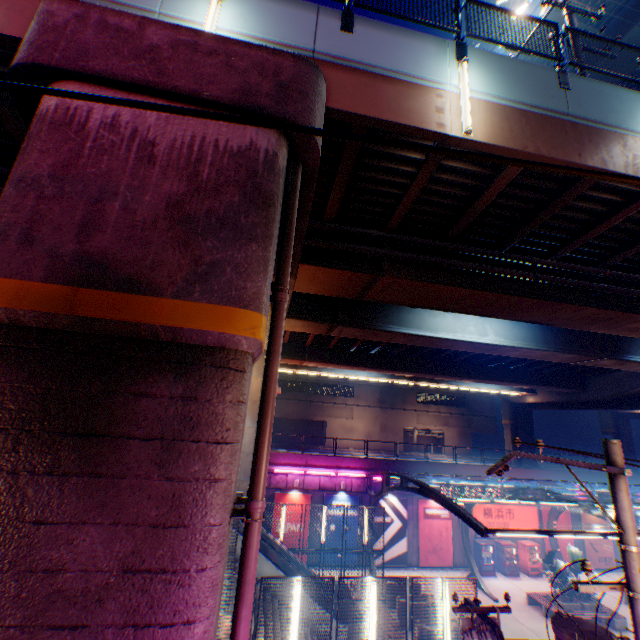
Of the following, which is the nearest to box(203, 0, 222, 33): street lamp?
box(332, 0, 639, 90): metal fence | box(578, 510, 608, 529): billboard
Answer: box(332, 0, 639, 90): metal fence

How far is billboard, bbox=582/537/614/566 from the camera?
25.2m

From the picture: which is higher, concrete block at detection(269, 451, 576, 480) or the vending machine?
concrete block at detection(269, 451, 576, 480)

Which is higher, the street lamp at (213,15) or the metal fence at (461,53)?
the metal fence at (461,53)

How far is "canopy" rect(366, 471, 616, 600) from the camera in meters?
11.8 m

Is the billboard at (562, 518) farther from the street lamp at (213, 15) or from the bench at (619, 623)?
the street lamp at (213, 15)

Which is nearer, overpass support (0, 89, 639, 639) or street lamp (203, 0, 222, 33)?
overpass support (0, 89, 639, 639)

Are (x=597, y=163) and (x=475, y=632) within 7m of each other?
no
